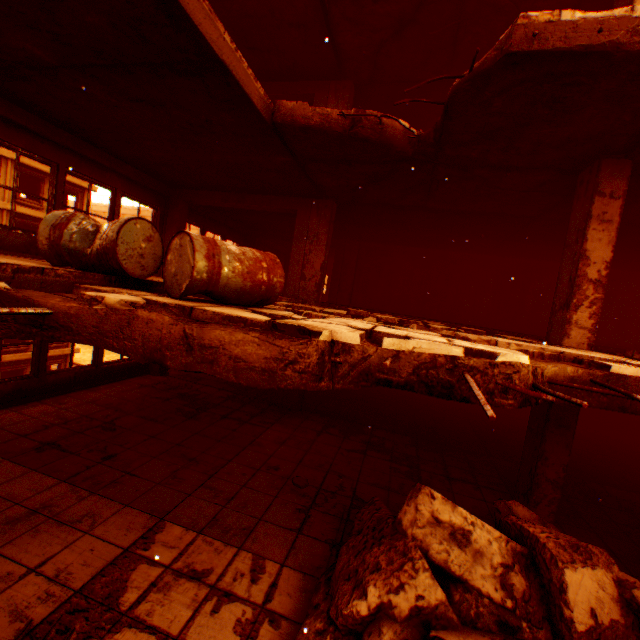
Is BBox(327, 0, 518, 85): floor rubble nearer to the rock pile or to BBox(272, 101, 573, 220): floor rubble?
BBox(272, 101, 573, 220): floor rubble

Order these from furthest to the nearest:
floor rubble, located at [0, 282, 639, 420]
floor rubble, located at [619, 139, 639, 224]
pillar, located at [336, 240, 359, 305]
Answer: pillar, located at [336, 240, 359, 305], floor rubble, located at [619, 139, 639, 224], floor rubble, located at [0, 282, 639, 420]

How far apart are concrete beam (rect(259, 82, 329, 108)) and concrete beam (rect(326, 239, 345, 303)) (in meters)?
4.63

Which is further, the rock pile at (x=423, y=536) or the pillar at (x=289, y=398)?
the pillar at (x=289, y=398)

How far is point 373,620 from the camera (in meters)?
2.39

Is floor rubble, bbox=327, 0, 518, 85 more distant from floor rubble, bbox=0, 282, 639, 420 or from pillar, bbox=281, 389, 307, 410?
floor rubble, bbox=0, 282, 639, 420

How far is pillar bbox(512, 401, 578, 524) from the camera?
4.73m

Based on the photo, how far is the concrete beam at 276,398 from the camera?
8.8 meters
